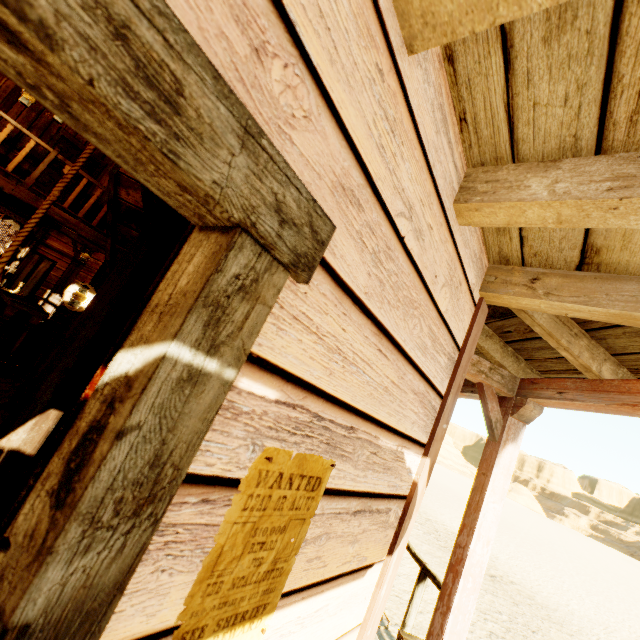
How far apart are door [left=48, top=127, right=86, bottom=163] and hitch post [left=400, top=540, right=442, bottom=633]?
10.5m

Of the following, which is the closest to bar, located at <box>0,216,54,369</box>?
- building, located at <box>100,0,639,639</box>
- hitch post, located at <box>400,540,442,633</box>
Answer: building, located at <box>100,0,639,639</box>

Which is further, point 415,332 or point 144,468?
point 415,332

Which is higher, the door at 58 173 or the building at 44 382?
the door at 58 173

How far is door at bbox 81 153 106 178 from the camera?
9.1 meters

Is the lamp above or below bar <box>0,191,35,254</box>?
below

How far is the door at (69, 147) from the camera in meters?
8.4

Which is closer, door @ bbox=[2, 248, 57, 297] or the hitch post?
the hitch post
